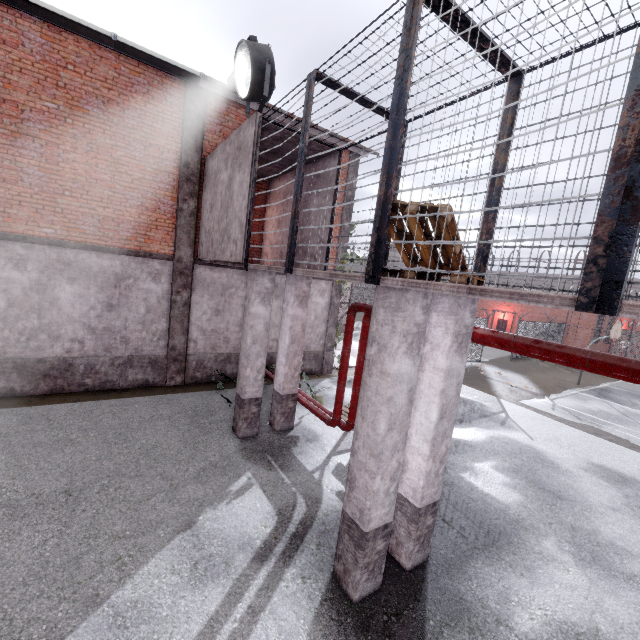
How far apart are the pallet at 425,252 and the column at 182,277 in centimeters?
741cm

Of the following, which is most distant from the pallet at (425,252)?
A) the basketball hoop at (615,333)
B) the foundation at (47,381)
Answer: the basketball hoop at (615,333)

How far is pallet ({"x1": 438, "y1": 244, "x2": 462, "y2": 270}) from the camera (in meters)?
3.50

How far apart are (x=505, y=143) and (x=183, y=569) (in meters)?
7.18

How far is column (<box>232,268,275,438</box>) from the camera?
7.21m

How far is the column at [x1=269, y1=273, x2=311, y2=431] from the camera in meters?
7.8 m

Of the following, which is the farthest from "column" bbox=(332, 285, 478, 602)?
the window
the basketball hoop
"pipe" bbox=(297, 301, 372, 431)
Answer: the basketball hoop

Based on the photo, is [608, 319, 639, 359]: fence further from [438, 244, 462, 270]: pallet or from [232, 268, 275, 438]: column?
[232, 268, 275, 438]: column
